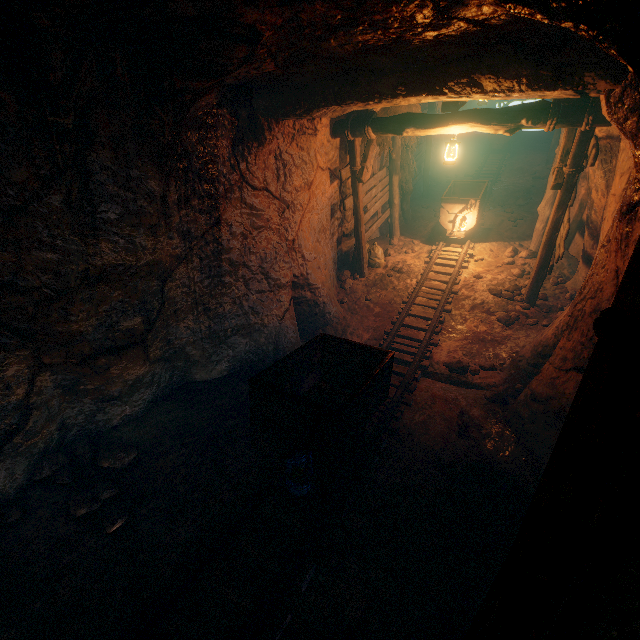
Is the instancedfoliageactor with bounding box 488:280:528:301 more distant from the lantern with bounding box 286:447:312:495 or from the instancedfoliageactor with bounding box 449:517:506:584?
the lantern with bounding box 286:447:312:495

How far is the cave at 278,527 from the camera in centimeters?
327cm

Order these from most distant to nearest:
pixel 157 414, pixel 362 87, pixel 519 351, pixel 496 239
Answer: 1. pixel 496 239
2. pixel 519 351
3. pixel 157 414
4. pixel 362 87

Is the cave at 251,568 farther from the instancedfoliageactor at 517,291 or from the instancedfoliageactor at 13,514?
the instancedfoliageactor at 517,291

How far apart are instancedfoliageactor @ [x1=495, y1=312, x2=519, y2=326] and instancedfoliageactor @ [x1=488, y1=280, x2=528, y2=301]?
0.3 meters

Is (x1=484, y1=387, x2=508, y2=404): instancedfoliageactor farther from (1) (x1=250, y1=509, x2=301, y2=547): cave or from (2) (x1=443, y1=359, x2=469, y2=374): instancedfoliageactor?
(2) (x1=443, y1=359, x2=469, y2=374): instancedfoliageactor

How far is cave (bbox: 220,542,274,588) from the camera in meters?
3.0

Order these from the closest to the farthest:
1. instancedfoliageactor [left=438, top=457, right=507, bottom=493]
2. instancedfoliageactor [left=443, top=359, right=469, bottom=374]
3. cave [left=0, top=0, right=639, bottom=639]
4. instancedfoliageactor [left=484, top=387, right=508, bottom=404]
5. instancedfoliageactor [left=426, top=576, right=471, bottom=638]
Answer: cave [left=0, top=0, right=639, bottom=639] → instancedfoliageactor [left=426, top=576, right=471, bottom=638] → instancedfoliageactor [left=438, top=457, right=507, bottom=493] → instancedfoliageactor [left=484, top=387, right=508, bottom=404] → instancedfoliageactor [left=443, top=359, right=469, bottom=374]
